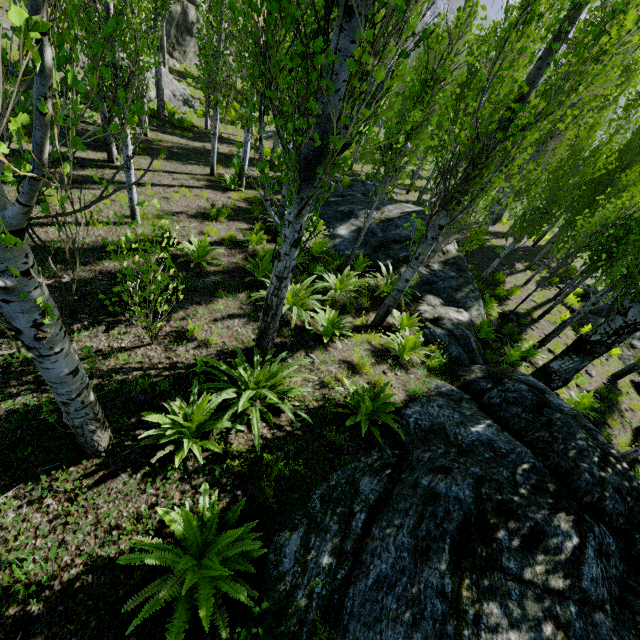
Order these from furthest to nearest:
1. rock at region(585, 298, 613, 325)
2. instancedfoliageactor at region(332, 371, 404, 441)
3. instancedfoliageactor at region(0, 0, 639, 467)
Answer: rock at region(585, 298, 613, 325) → instancedfoliageactor at region(332, 371, 404, 441) → instancedfoliageactor at region(0, 0, 639, 467)

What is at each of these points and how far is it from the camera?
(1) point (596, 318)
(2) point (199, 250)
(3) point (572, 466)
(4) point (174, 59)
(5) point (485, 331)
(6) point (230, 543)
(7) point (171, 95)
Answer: (1) rock, 15.41m
(2) instancedfoliageactor, 7.05m
(3) rock, 4.37m
(4) rock, 27.30m
(5) instancedfoliageactor, 9.62m
(6) instancedfoliageactor, 2.90m
(7) rock, 18.56m

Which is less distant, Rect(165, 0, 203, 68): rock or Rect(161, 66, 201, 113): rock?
Rect(161, 66, 201, 113): rock

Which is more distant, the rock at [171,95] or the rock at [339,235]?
the rock at [171,95]

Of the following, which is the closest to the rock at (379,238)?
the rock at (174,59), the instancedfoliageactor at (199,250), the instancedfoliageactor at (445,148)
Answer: the instancedfoliageactor at (445,148)

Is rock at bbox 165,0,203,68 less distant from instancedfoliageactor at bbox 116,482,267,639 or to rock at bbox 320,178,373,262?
instancedfoliageactor at bbox 116,482,267,639

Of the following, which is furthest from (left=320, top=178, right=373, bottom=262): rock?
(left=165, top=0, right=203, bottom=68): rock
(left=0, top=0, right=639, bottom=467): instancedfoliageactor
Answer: (left=165, top=0, right=203, bottom=68): rock

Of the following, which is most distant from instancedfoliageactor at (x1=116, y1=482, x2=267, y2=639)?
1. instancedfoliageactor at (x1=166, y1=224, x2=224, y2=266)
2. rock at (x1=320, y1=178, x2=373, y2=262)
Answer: instancedfoliageactor at (x1=166, y1=224, x2=224, y2=266)
